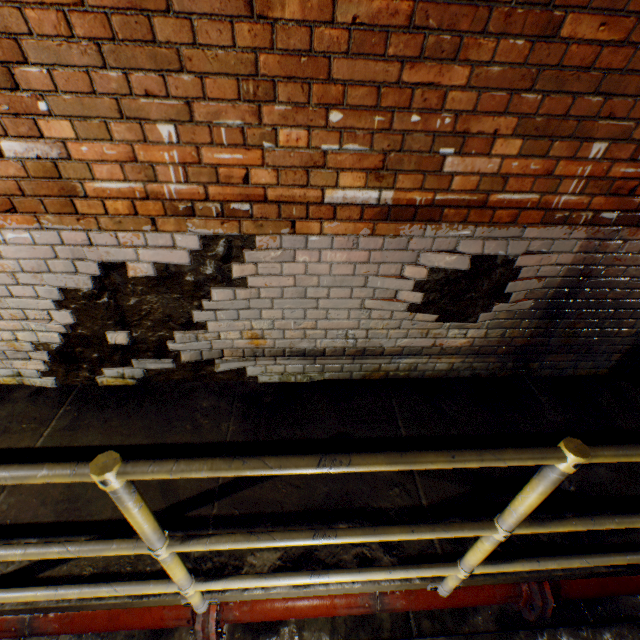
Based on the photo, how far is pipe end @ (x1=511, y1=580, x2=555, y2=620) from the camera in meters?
1.9 m

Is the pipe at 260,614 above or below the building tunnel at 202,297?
below

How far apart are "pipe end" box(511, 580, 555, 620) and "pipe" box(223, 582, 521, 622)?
0.1m

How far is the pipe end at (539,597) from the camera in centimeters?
194cm

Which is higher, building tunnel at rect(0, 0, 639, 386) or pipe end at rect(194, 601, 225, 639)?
building tunnel at rect(0, 0, 639, 386)

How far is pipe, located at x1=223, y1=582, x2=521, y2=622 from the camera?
1.89m

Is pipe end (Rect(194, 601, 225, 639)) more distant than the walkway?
Yes

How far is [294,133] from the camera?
1.6 meters
